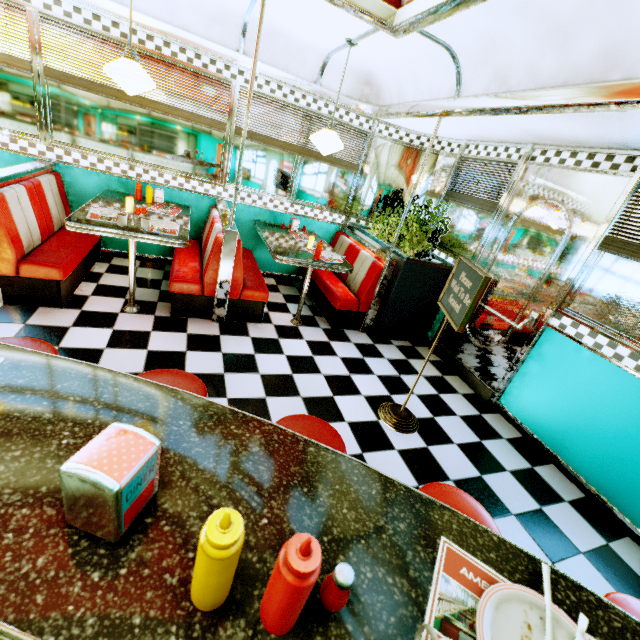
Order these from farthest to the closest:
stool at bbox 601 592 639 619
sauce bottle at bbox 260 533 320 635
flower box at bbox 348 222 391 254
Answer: flower box at bbox 348 222 391 254
stool at bbox 601 592 639 619
sauce bottle at bbox 260 533 320 635

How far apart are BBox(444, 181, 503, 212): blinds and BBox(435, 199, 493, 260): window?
0.0 meters

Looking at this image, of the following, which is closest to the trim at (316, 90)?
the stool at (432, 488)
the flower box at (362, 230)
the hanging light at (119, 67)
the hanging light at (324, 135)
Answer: the hanging light at (324, 135)

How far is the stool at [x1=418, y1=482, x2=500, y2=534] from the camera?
1.3m

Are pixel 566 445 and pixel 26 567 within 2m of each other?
no

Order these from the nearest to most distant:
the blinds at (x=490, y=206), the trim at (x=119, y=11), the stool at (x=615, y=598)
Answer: the stool at (x=615, y=598) → the trim at (x=119, y=11) → the blinds at (x=490, y=206)

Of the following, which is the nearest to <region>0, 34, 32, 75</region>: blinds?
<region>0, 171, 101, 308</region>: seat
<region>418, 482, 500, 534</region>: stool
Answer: <region>0, 171, 101, 308</region>: seat

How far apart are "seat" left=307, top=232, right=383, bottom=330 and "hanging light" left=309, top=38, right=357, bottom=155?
1.3m
